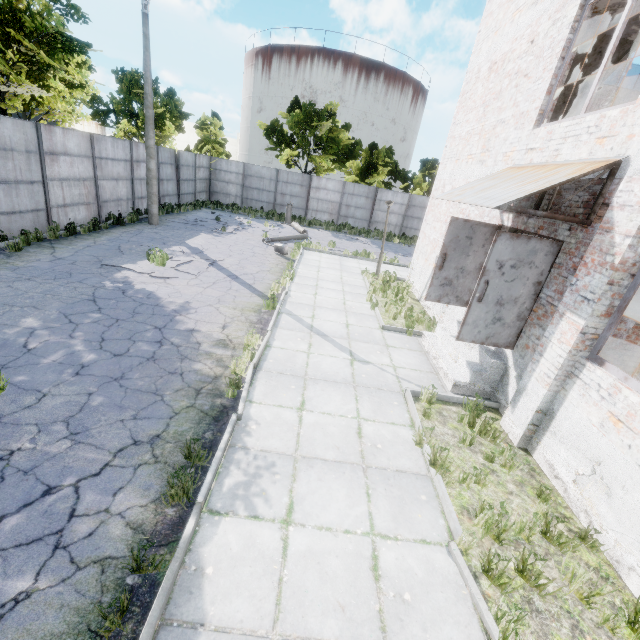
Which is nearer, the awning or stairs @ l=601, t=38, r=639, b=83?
the awning

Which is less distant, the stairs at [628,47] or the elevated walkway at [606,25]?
the elevated walkway at [606,25]

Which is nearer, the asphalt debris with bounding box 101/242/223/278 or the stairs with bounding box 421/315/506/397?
the stairs with bounding box 421/315/506/397

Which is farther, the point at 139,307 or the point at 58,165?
the point at 58,165

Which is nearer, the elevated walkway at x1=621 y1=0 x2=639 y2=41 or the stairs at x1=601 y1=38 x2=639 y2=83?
the elevated walkway at x1=621 y1=0 x2=639 y2=41

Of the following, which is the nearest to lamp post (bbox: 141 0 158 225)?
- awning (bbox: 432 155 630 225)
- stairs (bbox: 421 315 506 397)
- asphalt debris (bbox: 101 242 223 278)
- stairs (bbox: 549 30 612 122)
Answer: asphalt debris (bbox: 101 242 223 278)

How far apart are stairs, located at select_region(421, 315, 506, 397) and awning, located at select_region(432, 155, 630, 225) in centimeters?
279cm

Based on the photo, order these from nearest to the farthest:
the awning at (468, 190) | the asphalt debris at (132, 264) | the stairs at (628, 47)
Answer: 1. the awning at (468, 190)
2. the stairs at (628, 47)
3. the asphalt debris at (132, 264)
